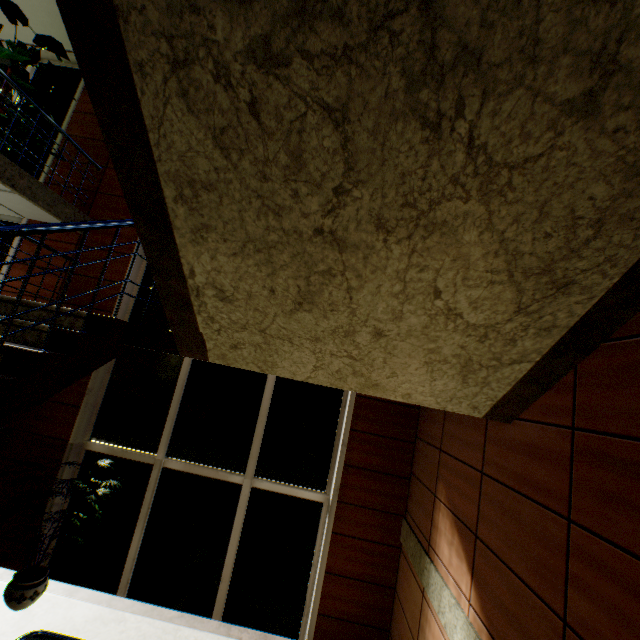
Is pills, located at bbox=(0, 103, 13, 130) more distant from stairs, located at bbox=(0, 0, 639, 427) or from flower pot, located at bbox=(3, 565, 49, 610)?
flower pot, located at bbox=(3, 565, 49, 610)

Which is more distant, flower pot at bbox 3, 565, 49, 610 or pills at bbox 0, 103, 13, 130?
pills at bbox 0, 103, 13, 130

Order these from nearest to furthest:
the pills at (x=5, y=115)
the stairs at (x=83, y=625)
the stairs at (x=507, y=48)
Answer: the stairs at (x=507, y=48) < the stairs at (x=83, y=625) < the pills at (x=5, y=115)

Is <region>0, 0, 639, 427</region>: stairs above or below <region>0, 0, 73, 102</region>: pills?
below

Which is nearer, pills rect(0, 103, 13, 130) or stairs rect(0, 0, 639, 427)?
stairs rect(0, 0, 639, 427)

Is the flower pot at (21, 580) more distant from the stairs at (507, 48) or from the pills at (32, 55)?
the pills at (32, 55)

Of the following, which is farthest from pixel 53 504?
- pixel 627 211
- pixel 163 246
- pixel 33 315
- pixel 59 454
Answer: pixel 627 211
